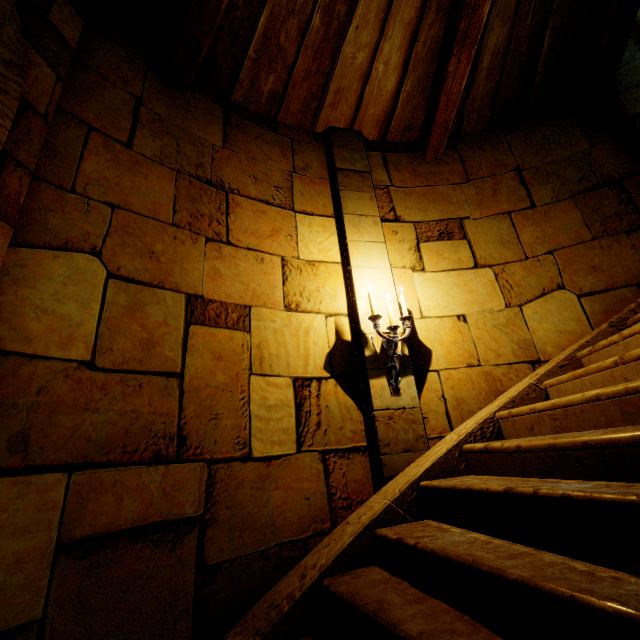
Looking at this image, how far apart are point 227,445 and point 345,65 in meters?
4.2

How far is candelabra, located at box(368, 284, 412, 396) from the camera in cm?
296

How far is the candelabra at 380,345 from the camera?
3.0m
